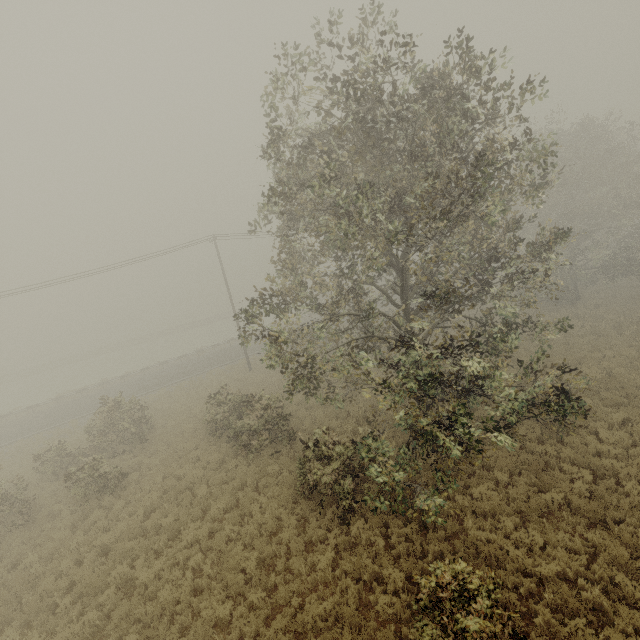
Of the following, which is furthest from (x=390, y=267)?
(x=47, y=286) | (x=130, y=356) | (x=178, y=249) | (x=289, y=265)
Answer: (x=130, y=356)
